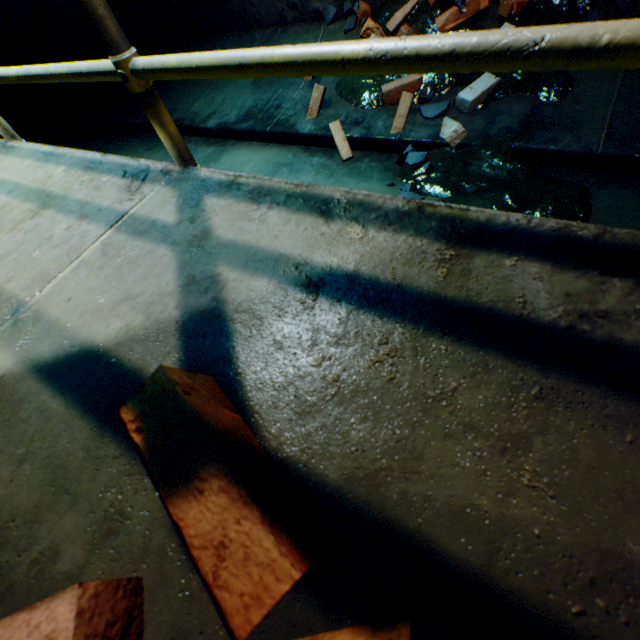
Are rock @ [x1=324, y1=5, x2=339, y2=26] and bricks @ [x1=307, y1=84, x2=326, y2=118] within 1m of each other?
yes

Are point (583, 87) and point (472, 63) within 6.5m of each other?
yes

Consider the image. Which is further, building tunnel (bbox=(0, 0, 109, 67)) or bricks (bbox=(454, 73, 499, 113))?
building tunnel (bbox=(0, 0, 109, 67))

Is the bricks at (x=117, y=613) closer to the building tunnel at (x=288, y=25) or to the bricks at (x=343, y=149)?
the building tunnel at (x=288, y=25)

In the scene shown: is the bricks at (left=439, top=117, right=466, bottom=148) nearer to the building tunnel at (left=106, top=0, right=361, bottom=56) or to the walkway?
the building tunnel at (left=106, top=0, right=361, bottom=56)

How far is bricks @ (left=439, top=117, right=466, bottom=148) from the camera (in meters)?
2.17

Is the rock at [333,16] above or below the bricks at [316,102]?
above

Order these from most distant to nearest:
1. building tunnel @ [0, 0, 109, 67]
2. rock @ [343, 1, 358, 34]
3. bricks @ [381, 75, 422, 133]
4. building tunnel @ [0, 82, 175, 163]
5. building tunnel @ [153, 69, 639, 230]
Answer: building tunnel @ [0, 0, 109, 67] → building tunnel @ [0, 82, 175, 163] → rock @ [343, 1, 358, 34] → bricks @ [381, 75, 422, 133] → building tunnel @ [153, 69, 639, 230]
